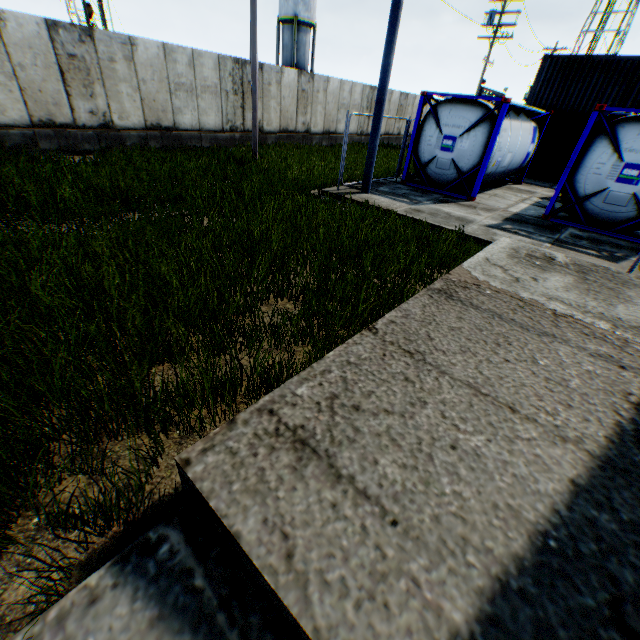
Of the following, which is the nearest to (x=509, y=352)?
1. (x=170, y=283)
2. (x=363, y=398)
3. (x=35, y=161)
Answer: (x=363, y=398)

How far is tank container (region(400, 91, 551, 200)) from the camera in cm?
1048

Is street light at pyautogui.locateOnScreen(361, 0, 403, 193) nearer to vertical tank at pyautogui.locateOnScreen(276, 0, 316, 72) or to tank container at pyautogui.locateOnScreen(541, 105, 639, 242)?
tank container at pyautogui.locateOnScreen(541, 105, 639, 242)

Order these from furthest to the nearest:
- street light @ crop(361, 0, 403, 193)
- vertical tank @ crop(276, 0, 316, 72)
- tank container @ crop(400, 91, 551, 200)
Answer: vertical tank @ crop(276, 0, 316, 72)
tank container @ crop(400, 91, 551, 200)
street light @ crop(361, 0, 403, 193)

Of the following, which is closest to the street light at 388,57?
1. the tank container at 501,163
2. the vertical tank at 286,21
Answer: the tank container at 501,163

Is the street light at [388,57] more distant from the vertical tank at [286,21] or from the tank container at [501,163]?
the vertical tank at [286,21]
